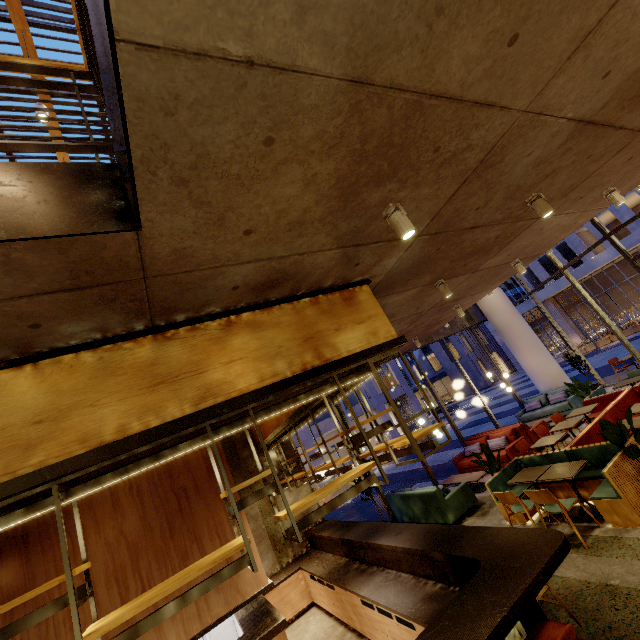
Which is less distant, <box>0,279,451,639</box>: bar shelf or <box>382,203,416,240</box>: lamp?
<box>0,279,451,639</box>: bar shelf

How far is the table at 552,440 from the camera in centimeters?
718cm

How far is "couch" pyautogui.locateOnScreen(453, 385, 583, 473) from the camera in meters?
9.5 m

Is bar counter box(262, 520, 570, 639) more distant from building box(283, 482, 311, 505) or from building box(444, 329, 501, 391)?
building box(444, 329, 501, 391)

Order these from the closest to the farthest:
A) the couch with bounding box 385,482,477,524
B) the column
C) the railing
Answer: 1. the railing
2. the couch with bounding box 385,482,477,524
3. the column

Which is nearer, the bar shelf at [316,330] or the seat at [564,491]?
the bar shelf at [316,330]

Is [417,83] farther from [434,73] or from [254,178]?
[254,178]

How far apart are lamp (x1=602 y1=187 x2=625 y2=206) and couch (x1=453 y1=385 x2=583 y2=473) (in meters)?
6.61
